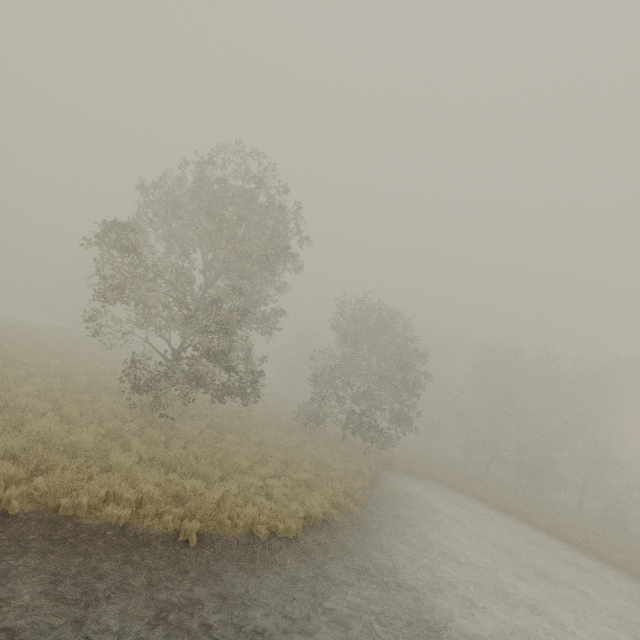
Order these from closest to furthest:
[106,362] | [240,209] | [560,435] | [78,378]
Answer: [240,209]
[78,378]
[106,362]
[560,435]
